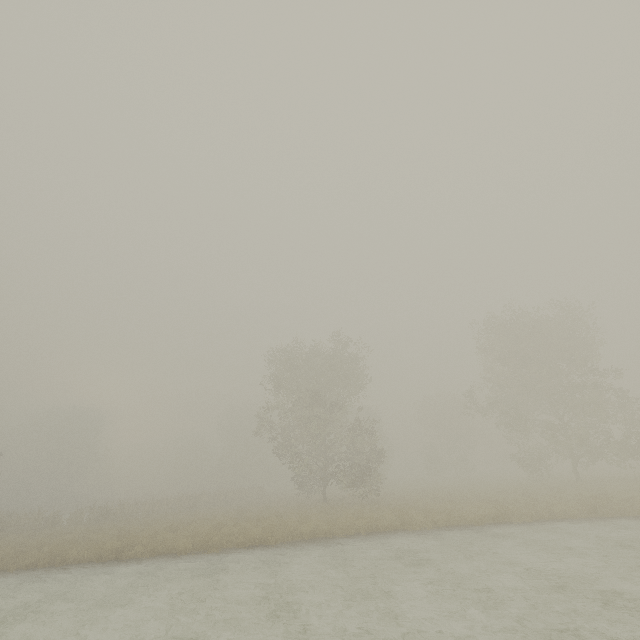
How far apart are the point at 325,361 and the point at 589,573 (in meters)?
22.46
